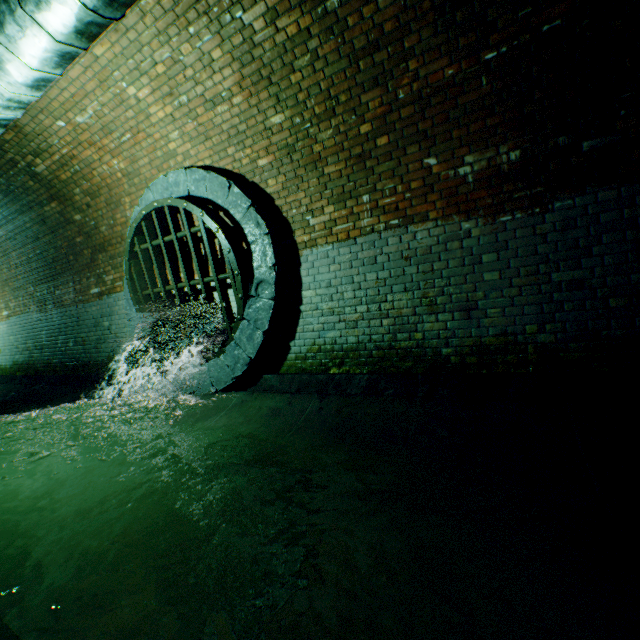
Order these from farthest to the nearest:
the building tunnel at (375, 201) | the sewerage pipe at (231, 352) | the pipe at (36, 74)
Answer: the sewerage pipe at (231, 352) → the pipe at (36, 74) → the building tunnel at (375, 201)

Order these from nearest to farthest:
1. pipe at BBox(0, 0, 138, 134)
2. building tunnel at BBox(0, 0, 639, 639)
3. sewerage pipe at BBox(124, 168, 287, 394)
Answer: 1. building tunnel at BBox(0, 0, 639, 639)
2. pipe at BBox(0, 0, 138, 134)
3. sewerage pipe at BBox(124, 168, 287, 394)

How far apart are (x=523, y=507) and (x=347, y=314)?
2.55m

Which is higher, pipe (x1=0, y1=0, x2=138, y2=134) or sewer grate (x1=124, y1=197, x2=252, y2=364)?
pipe (x1=0, y1=0, x2=138, y2=134)

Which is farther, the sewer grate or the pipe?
the sewer grate

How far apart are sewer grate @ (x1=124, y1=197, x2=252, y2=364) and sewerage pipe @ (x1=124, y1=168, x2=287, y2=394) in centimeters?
1cm

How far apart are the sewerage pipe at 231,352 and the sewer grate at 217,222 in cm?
1

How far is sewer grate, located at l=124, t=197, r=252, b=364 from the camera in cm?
438
